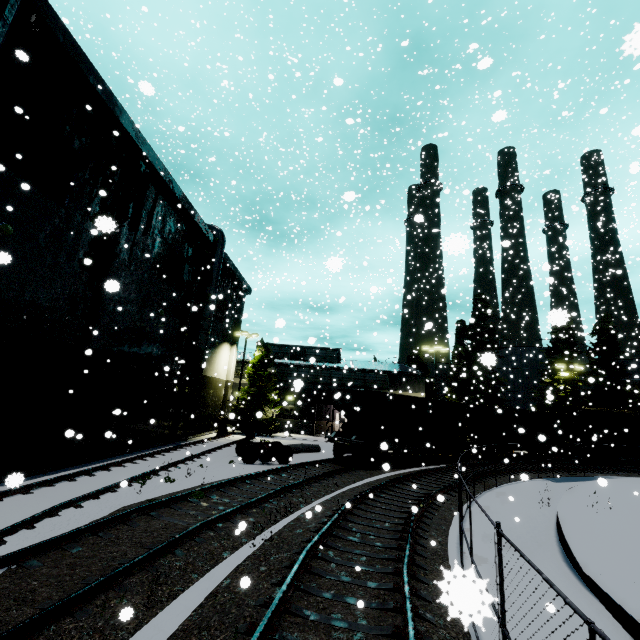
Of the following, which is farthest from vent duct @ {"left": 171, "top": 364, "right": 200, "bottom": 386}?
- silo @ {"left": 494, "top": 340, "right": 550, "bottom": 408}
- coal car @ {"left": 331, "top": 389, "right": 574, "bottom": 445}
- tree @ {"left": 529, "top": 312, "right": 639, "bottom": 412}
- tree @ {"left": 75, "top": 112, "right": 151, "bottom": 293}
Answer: tree @ {"left": 529, "top": 312, "right": 639, "bottom": 412}

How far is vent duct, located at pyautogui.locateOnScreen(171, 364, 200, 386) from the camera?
22.4m

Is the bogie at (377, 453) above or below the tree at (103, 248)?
below

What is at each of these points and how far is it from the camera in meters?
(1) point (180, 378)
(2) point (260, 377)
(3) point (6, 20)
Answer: (1) vent duct, 22.4 m
(2) tree, 32.2 m
(3) vent duct, 8.7 m

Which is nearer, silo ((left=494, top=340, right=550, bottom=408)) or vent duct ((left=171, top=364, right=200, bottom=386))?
vent duct ((left=171, top=364, right=200, bottom=386))

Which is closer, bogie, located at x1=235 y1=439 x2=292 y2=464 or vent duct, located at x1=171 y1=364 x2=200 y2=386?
bogie, located at x1=235 y1=439 x2=292 y2=464

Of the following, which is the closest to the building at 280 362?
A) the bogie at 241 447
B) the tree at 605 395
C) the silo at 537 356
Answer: the silo at 537 356

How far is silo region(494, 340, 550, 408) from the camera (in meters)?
42.53
